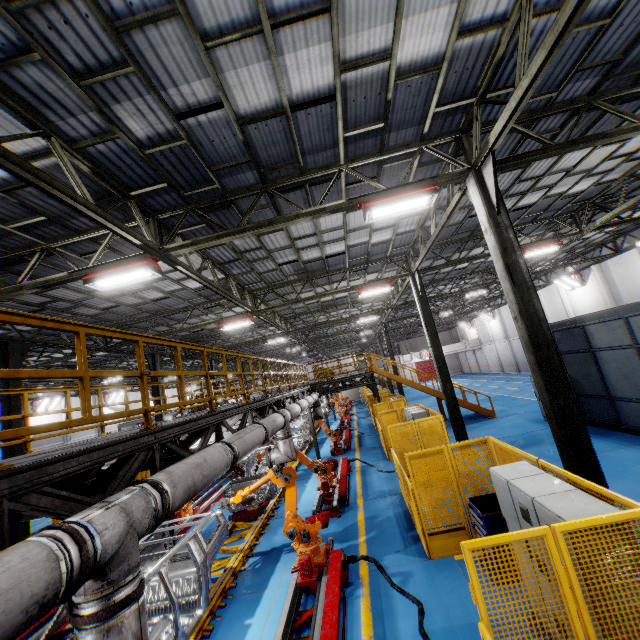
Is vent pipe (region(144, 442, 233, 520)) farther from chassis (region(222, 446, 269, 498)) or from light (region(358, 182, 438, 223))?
light (region(358, 182, 438, 223))

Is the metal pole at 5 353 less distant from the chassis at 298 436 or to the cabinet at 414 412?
the chassis at 298 436

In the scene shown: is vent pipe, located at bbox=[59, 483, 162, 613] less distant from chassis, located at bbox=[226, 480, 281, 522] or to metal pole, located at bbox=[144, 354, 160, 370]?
chassis, located at bbox=[226, 480, 281, 522]

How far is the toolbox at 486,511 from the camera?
6.0 meters

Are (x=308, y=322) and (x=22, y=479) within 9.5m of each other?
no

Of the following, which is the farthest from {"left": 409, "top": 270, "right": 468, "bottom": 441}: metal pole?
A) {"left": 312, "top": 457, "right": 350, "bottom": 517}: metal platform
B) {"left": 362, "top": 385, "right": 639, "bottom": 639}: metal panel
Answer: {"left": 312, "top": 457, "right": 350, "bottom": 517}: metal platform

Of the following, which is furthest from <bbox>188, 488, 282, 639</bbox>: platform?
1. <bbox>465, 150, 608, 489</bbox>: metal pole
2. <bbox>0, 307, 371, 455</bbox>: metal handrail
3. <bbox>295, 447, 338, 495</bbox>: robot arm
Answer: <bbox>465, 150, 608, 489</bbox>: metal pole

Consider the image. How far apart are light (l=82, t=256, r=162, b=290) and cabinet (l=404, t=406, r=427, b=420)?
10.5 meters
